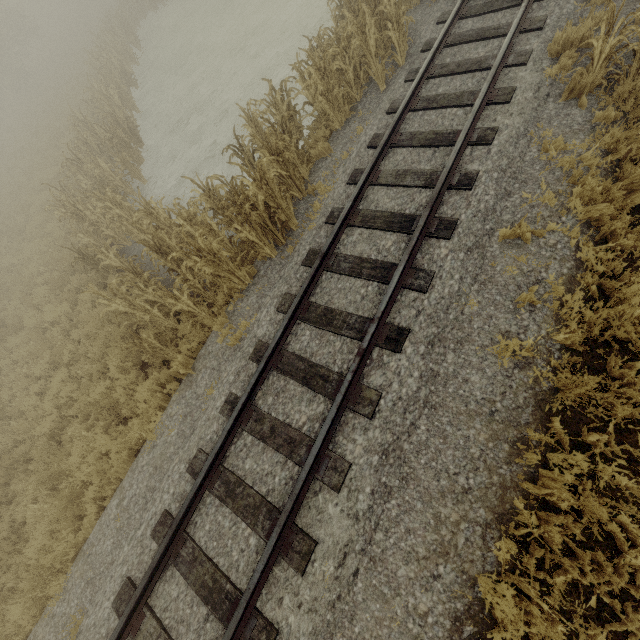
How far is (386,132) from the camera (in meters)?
6.61

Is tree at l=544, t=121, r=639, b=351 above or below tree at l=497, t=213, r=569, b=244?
below

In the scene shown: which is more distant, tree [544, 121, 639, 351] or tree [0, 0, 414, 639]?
tree [0, 0, 414, 639]

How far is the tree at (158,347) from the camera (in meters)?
6.60

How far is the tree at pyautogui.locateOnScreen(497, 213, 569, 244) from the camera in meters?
4.6

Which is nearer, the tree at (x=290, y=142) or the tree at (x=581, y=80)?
the tree at (x=581, y=80)
